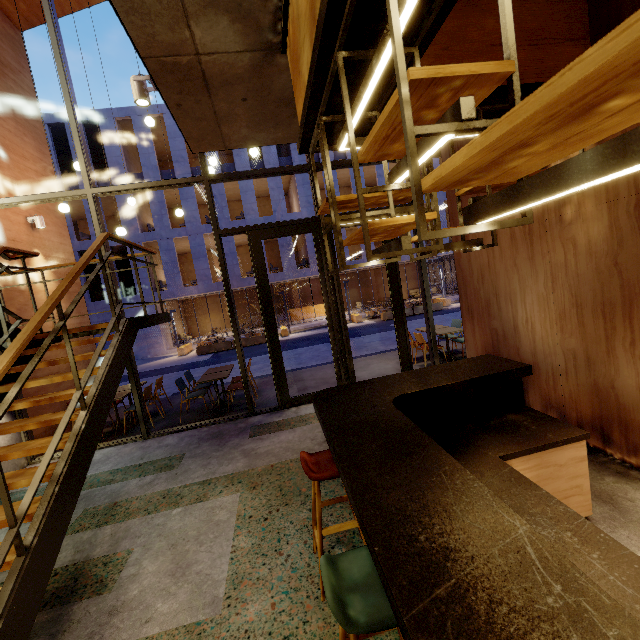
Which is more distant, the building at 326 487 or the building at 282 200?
the building at 282 200

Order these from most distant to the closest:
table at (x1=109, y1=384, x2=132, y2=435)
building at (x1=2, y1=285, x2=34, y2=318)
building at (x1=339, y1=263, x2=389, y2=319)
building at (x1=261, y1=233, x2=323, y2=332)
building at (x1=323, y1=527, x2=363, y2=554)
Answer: building at (x1=339, y1=263, x2=389, y2=319), building at (x1=261, y1=233, x2=323, y2=332), table at (x1=109, y1=384, x2=132, y2=435), building at (x1=2, y1=285, x2=34, y2=318), building at (x1=323, y1=527, x2=363, y2=554)

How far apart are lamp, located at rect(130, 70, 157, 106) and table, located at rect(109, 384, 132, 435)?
5.3m

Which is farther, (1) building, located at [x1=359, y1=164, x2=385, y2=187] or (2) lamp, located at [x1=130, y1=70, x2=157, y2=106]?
(1) building, located at [x1=359, y1=164, x2=385, y2=187]

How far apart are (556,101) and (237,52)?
3.4m

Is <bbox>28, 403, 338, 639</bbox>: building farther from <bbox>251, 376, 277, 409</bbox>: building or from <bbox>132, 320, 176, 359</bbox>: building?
<bbox>132, 320, 176, 359</bbox>: building

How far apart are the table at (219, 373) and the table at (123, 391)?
1.46m
